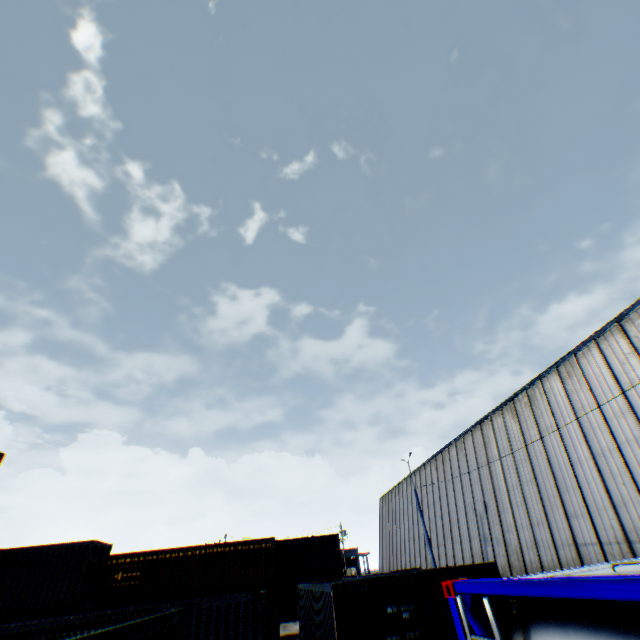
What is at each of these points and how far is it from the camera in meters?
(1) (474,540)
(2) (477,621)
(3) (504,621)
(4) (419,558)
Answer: (1) building, 23.8 m
(2) tank container, 3.0 m
(3) storage container, 9.1 m
(4) building, 31.6 m

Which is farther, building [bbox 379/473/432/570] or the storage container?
building [bbox 379/473/432/570]

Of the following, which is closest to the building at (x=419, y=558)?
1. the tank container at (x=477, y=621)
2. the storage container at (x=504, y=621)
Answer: the tank container at (x=477, y=621)

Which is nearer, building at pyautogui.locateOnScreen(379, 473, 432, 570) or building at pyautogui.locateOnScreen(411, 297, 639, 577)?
building at pyautogui.locateOnScreen(411, 297, 639, 577)

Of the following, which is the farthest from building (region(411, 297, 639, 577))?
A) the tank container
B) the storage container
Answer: the storage container

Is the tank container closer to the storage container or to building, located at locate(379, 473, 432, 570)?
building, located at locate(379, 473, 432, 570)

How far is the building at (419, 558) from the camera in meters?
32.5
